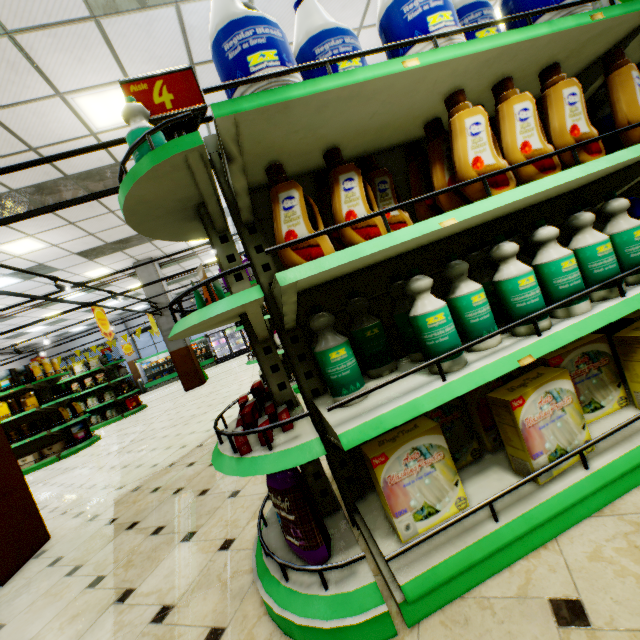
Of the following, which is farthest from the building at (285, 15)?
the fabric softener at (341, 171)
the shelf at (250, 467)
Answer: the fabric softener at (341, 171)

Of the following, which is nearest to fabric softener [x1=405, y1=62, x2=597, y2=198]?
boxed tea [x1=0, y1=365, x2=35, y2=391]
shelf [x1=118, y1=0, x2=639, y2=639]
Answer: shelf [x1=118, y1=0, x2=639, y2=639]

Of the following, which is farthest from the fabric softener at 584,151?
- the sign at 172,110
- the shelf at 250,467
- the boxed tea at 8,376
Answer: the boxed tea at 8,376

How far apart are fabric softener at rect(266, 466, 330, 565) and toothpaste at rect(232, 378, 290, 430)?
0.18m

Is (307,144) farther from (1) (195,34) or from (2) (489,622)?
(1) (195,34)

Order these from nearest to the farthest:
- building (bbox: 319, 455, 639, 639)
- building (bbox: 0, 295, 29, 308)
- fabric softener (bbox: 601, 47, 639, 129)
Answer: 1. building (bbox: 319, 455, 639, 639)
2. fabric softener (bbox: 601, 47, 639, 129)
3. building (bbox: 0, 295, 29, 308)

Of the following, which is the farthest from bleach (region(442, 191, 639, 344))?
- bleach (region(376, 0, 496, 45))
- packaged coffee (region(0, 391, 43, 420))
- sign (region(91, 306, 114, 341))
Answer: packaged coffee (region(0, 391, 43, 420))

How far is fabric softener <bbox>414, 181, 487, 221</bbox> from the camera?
1.36m
